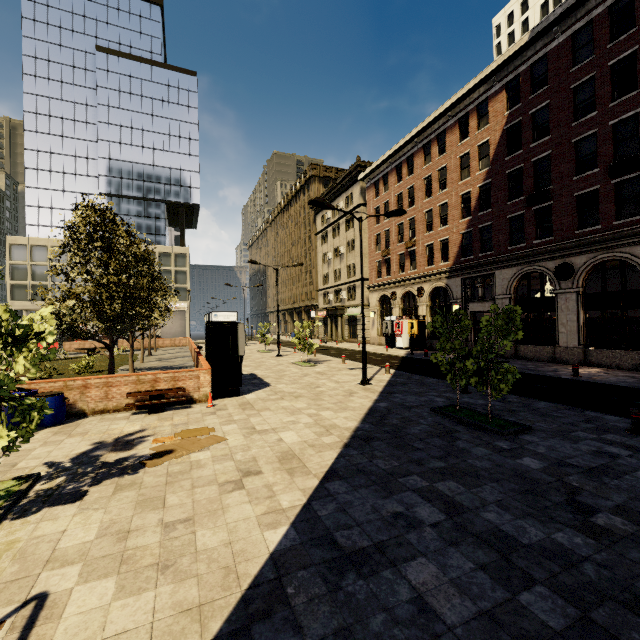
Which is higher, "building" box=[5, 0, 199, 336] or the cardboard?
"building" box=[5, 0, 199, 336]

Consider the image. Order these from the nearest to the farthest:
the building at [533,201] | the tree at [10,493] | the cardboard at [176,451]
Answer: the tree at [10,493] < the cardboard at [176,451] < the building at [533,201]

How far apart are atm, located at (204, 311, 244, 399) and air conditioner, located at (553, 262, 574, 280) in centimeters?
1784cm

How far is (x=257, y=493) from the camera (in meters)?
5.34

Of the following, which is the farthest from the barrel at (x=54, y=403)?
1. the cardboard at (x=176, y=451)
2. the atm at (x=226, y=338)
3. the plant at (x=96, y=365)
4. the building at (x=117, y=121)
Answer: the building at (x=117, y=121)

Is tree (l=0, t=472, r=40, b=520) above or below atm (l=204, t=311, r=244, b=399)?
below

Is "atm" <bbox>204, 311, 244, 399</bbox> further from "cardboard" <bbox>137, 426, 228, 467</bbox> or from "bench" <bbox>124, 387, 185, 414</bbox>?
"cardboard" <bbox>137, 426, 228, 467</bbox>

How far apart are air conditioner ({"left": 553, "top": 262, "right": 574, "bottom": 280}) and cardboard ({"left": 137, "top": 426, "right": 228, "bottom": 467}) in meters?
19.8 m
